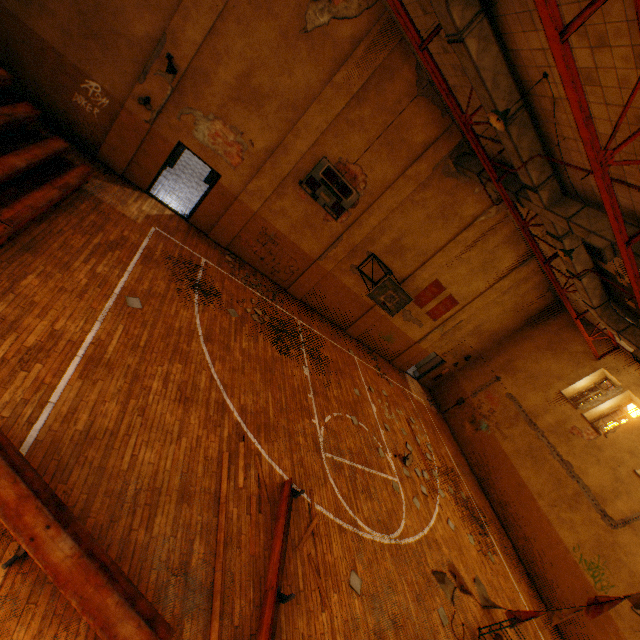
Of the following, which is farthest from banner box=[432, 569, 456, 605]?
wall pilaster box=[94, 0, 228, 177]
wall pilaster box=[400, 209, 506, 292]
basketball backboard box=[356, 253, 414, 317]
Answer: wall pilaster box=[94, 0, 228, 177]

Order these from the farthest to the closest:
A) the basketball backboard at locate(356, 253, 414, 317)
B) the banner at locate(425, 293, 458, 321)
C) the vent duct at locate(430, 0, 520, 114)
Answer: the banner at locate(425, 293, 458, 321) → the basketball backboard at locate(356, 253, 414, 317) → the vent duct at locate(430, 0, 520, 114)

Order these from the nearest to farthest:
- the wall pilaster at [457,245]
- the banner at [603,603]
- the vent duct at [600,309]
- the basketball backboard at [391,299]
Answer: the banner at [603,603] < the vent duct at [600,309] < the basketball backboard at [391,299] < the wall pilaster at [457,245]

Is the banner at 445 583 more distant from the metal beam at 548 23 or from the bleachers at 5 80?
the bleachers at 5 80

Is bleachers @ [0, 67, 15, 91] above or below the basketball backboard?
below

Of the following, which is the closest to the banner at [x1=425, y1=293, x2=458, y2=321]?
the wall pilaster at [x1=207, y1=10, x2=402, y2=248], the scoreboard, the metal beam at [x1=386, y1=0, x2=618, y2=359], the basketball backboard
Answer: the basketball backboard

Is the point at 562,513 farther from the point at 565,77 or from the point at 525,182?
the point at 565,77

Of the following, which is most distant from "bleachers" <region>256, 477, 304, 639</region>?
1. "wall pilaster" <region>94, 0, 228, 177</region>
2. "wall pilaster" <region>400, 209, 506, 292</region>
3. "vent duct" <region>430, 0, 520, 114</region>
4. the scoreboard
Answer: "wall pilaster" <region>94, 0, 228, 177</region>
